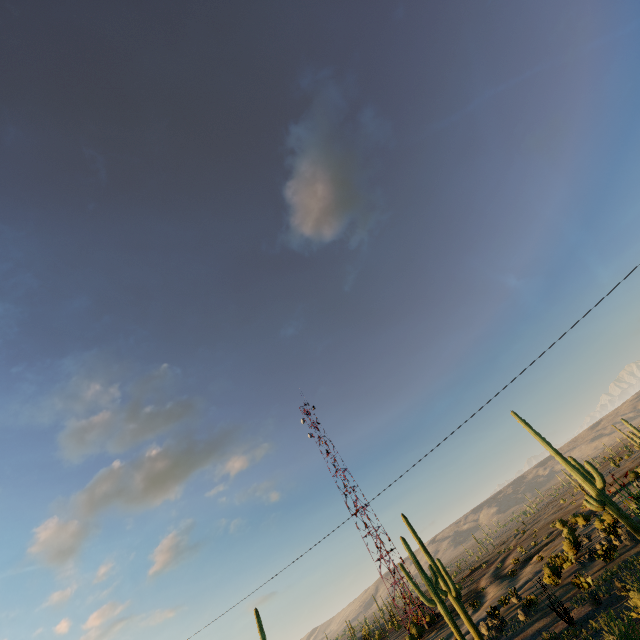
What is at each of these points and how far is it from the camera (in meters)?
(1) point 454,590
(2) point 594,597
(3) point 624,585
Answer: (1) plant, 24.67
(2) plant, 18.97
(3) plant, 17.61

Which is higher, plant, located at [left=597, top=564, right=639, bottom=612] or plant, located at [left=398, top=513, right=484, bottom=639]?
plant, located at [left=398, top=513, right=484, bottom=639]

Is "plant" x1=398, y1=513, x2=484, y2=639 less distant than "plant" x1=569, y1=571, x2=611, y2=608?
No

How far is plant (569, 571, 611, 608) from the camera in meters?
18.6

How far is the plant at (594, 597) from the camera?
18.61m

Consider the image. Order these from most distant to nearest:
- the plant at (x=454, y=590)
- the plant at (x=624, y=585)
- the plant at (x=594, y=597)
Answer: the plant at (x=454, y=590) < the plant at (x=594, y=597) < the plant at (x=624, y=585)
